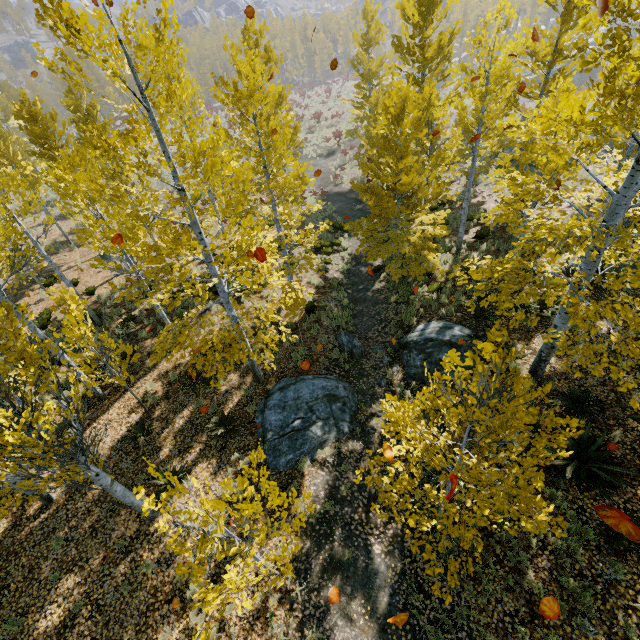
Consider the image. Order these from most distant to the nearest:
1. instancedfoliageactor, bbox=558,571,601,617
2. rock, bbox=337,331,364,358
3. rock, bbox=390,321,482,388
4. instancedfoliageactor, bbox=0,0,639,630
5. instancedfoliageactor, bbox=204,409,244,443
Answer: rock, bbox=337,331,364,358, rock, bbox=390,321,482,388, instancedfoliageactor, bbox=204,409,244,443, instancedfoliageactor, bbox=558,571,601,617, instancedfoliageactor, bbox=0,0,639,630

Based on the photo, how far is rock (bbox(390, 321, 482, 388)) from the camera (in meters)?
9.78

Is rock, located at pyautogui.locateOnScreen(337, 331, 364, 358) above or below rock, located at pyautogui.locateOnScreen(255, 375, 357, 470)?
below

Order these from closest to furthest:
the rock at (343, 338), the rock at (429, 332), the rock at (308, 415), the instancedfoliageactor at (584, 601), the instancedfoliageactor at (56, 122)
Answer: the instancedfoliageactor at (56, 122)
the instancedfoliageactor at (584, 601)
the rock at (308, 415)
the rock at (429, 332)
the rock at (343, 338)

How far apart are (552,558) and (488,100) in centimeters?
1285cm

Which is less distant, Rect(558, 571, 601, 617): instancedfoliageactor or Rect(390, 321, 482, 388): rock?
Rect(558, 571, 601, 617): instancedfoliageactor

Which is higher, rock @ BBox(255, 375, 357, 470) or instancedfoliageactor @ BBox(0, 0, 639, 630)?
instancedfoliageactor @ BBox(0, 0, 639, 630)

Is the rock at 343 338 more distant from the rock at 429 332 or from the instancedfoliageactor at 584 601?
the rock at 429 332
